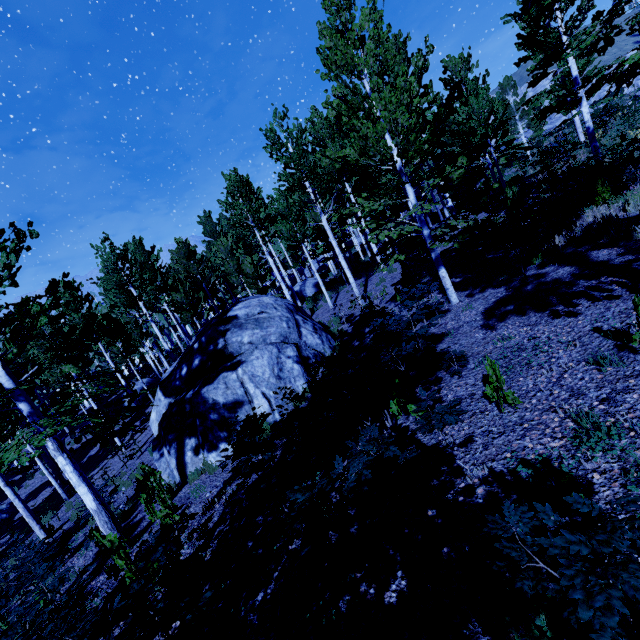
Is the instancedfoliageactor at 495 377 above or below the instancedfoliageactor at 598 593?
below

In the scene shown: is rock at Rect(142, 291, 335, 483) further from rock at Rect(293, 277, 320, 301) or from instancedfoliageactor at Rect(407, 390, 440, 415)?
rock at Rect(293, 277, 320, 301)

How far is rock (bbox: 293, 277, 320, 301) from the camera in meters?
27.5 m

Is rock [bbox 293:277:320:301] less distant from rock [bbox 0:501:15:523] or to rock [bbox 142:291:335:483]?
rock [bbox 142:291:335:483]

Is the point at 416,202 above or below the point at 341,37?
below

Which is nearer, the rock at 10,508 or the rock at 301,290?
the rock at 10,508

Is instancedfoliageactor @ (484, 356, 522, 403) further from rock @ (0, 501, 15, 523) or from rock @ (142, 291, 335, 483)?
rock @ (0, 501, 15, 523)
